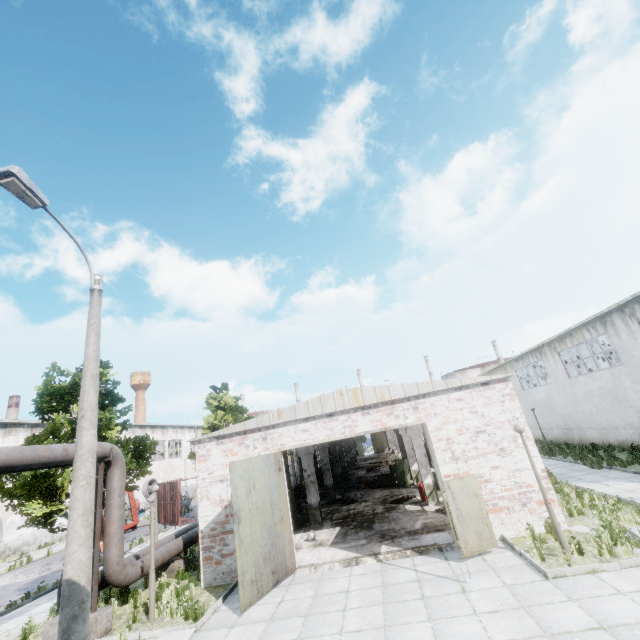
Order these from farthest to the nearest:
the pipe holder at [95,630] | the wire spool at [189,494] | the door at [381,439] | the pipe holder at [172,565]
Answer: the door at [381,439] < the wire spool at [189,494] < the pipe holder at [172,565] < the pipe holder at [95,630]

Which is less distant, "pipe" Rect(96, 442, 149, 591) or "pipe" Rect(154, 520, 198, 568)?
"pipe" Rect(96, 442, 149, 591)

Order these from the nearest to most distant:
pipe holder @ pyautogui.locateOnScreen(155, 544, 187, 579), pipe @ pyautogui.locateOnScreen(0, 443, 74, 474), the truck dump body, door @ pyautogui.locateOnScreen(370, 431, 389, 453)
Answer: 1. pipe @ pyautogui.locateOnScreen(0, 443, 74, 474)
2. pipe holder @ pyautogui.locateOnScreen(155, 544, 187, 579)
3. the truck dump body
4. door @ pyautogui.locateOnScreen(370, 431, 389, 453)

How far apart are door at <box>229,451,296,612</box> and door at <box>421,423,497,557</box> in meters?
5.3

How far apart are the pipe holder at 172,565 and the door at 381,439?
46.5m

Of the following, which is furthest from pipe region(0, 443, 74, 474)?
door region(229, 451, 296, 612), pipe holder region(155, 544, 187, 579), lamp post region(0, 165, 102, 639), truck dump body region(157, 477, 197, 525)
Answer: truck dump body region(157, 477, 197, 525)

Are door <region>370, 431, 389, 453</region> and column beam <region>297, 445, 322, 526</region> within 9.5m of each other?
no

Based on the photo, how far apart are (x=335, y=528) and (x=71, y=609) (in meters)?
11.78
